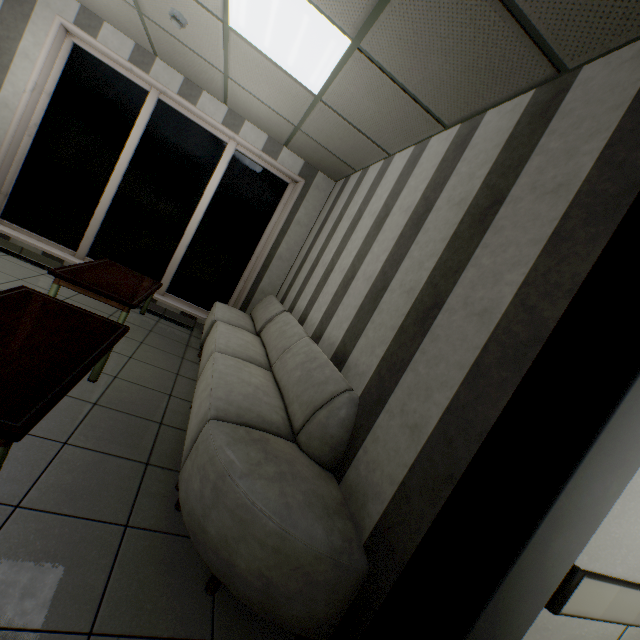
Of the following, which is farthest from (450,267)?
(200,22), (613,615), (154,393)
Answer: (200,22)
